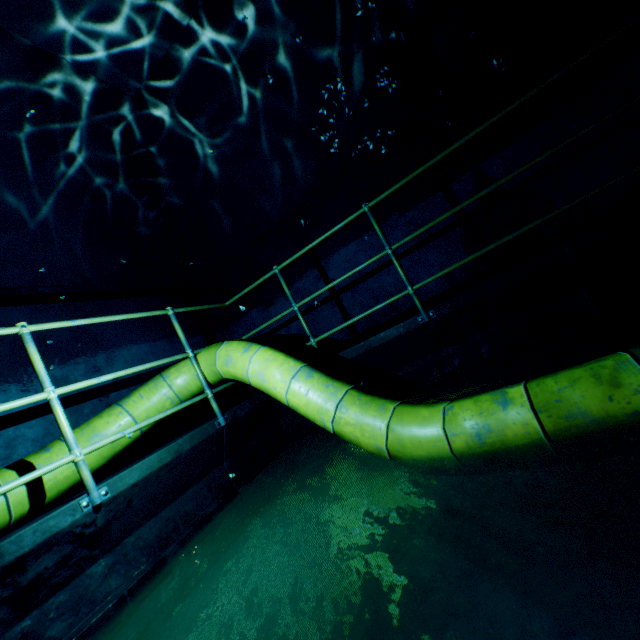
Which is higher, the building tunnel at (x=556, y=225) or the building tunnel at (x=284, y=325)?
the building tunnel at (x=284, y=325)

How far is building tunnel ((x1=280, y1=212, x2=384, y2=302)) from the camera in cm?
471

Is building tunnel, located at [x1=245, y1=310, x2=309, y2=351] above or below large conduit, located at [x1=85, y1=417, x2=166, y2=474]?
above

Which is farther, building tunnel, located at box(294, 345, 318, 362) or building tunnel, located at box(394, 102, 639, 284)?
building tunnel, located at box(294, 345, 318, 362)

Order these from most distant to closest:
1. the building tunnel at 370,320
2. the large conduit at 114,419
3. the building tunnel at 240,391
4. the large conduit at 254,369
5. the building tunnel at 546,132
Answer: the building tunnel at 240,391 → the building tunnel at 370,320 → the building tunnel at 546,132 → the large conduit at 114,419 → the large conduit at 254,369

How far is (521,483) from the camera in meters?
1.7
